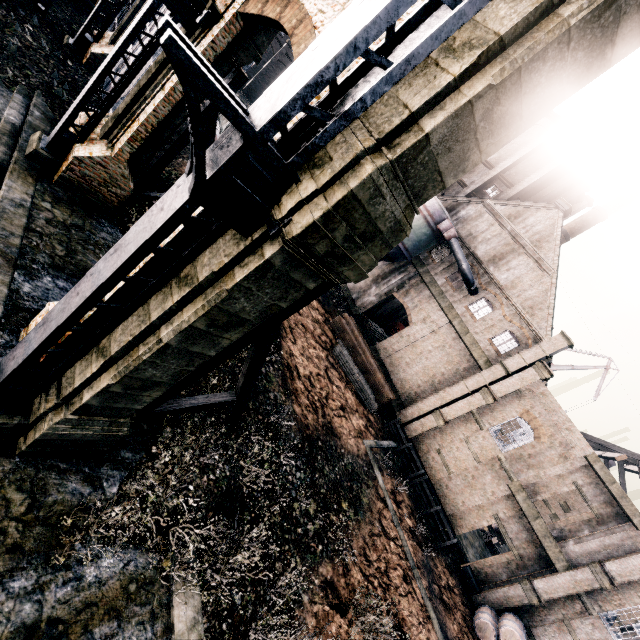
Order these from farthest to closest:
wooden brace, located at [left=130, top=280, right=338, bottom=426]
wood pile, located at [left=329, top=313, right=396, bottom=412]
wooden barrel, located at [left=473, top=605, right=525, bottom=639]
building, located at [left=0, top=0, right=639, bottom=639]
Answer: wood pile, located at [left=329, top=313, right=396, bottom=412], wooden barrel, located at [left=473, top=605, right=525, bottom=639], wooden brace, located at [left=130, top=280, right=338, bottom=426], building, located at [left=0, top=0, right=639, bottom=639]

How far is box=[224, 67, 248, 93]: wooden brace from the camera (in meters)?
14.02

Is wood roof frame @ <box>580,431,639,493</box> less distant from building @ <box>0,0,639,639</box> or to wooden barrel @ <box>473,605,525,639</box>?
building @ <box>0,0,639,639</box>

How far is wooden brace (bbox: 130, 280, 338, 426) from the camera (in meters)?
8.30

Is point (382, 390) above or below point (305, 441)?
above

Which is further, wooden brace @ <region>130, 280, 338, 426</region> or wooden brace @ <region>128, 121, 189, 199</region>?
wooden brace @ <region>128, 121, 189, 199</region>

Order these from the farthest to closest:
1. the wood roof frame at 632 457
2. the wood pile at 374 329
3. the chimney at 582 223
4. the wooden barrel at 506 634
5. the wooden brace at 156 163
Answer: the chimney at 582 223
the wood pile at 374 329
the wood roof frame at 632 457
the wooden barrel at 506 634
the wooden brace at 156 163

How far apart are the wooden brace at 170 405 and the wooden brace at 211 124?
11.69m
